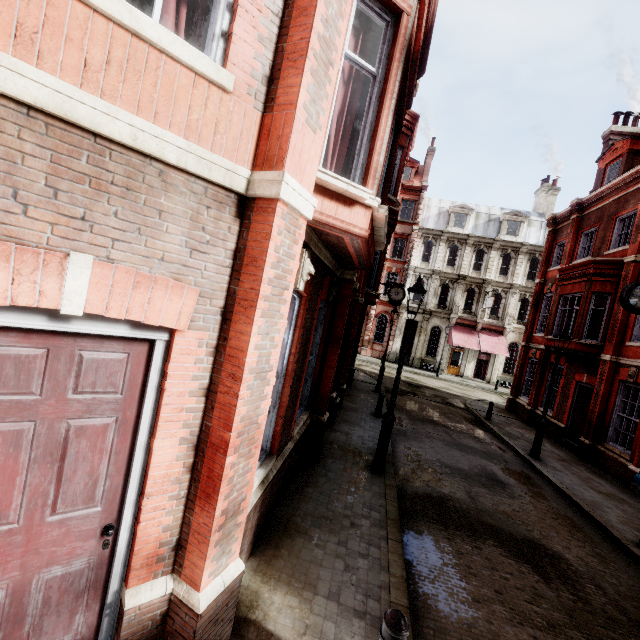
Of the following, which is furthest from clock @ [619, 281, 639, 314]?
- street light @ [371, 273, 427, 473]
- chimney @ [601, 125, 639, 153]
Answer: chimney @ [601, 125, 639, 153]

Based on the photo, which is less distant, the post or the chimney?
the post

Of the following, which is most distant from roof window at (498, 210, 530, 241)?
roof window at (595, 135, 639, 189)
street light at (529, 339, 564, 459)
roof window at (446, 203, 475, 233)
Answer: street light at (529, 339, 564, 459)

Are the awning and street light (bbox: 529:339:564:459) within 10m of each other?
no

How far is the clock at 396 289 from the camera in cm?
1947

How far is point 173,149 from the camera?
2.2m

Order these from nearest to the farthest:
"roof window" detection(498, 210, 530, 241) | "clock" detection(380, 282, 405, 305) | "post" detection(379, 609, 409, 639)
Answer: "post" detection(379, 609, 409, 639), "clock" detection(380, 282, 405, 305), "roof window" detection(498, 210, 530, 241)

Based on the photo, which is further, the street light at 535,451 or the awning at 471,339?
the awning at 471,339
